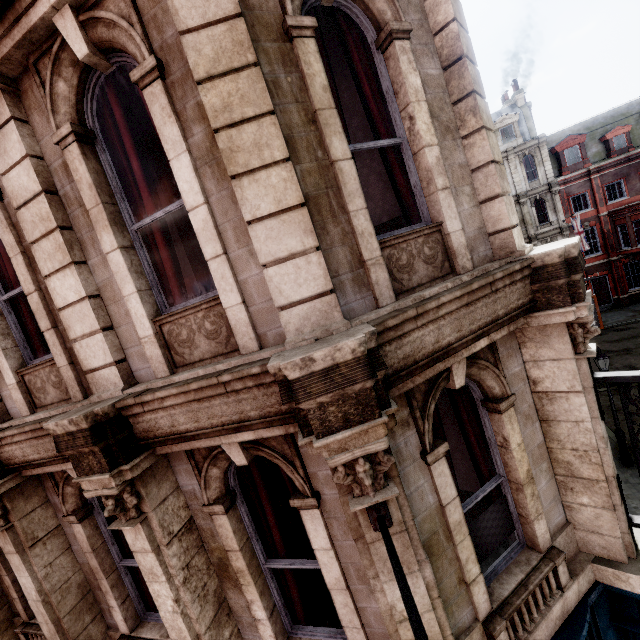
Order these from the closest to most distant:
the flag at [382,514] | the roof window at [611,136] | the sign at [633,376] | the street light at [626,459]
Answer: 1. the flag at [382,514]
2. the sign at [633,376]
3. the street light at [626,459]
4. the roof window at [611,136]

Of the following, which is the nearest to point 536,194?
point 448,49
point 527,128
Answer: point 527,128

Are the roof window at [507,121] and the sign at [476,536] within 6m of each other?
no

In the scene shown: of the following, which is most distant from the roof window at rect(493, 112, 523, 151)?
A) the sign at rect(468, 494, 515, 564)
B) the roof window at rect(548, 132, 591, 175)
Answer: the sign at rect(468, 494, 515, 564)

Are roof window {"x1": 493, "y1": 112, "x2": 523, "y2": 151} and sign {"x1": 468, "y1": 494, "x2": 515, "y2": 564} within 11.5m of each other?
no

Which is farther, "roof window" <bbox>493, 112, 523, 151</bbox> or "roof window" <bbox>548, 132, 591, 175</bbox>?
"roof window" <bbox>493, 112, 523, 151</bbox>

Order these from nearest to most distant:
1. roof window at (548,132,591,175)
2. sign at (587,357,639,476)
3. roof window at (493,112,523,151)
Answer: sign at (587,357,639,476) → roof window at (548,132,591,175) → roof window at (493,112,523,151)

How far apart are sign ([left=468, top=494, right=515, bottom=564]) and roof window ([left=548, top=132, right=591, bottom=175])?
35.06m
